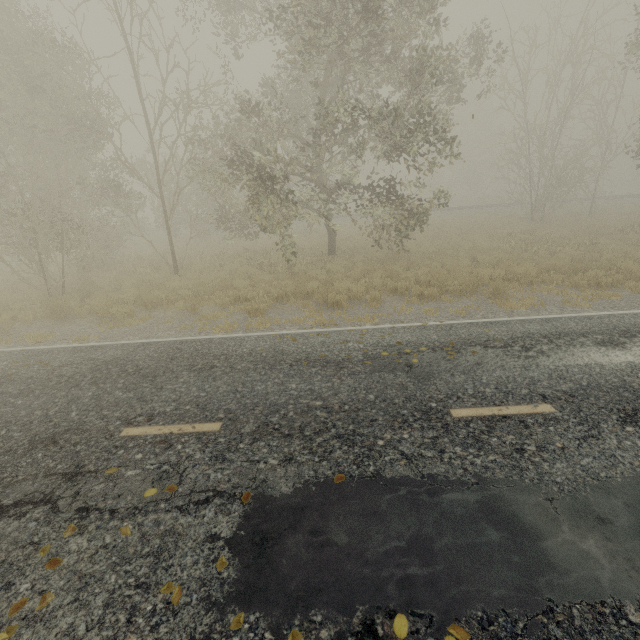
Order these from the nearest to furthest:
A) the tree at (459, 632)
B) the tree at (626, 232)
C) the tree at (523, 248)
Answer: the tree at (459, 632) → the tree at (523, 248) → the tree at (626, 232)

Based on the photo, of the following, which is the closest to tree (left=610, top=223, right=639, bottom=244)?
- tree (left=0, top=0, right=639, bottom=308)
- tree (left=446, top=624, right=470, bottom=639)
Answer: tree (left=0, top=0, right=639, bottom=308)

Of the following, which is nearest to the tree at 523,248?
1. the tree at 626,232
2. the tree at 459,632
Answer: the tree at 626,232

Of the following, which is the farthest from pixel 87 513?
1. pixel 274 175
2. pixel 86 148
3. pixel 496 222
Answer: pixel 496 222

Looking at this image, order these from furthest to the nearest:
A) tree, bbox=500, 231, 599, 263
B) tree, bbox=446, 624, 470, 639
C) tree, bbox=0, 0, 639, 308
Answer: tree, bbox=500, 231, 599, 263
tree, bbox=0, 0, 639, 308
tree, bbox=446, 624, 470, 639

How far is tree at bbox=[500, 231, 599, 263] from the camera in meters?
13.4
